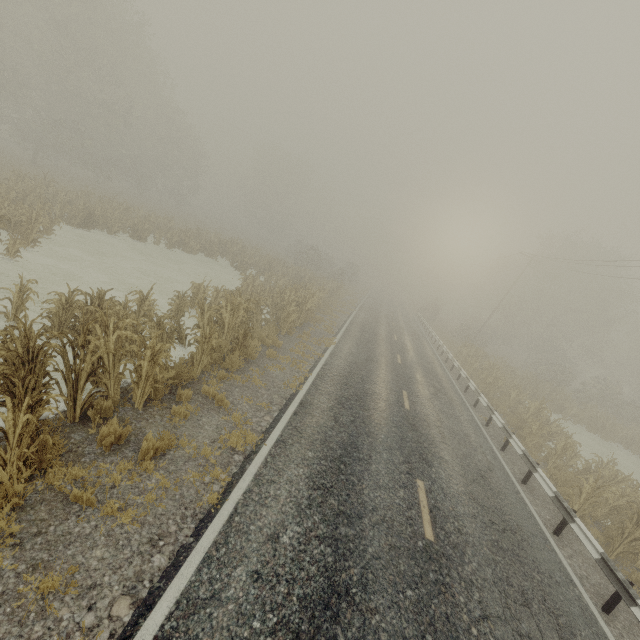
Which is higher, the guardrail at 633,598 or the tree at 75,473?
the guardrail at 633,598

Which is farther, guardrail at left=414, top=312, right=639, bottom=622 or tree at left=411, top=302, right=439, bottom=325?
tree at left=411, top=302, right=439, bottom=325

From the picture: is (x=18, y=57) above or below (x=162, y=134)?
below

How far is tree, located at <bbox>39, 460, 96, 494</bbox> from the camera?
4.5m

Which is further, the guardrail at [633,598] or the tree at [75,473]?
the guardrail at [633,598]

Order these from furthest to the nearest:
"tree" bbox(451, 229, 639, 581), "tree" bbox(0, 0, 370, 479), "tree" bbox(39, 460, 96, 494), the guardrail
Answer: "tree" bbox(451, 229, 639, 581), the guardrail, "tree" bbox(0, 0, 370, 479), "tree" bbox(39, 460, 96, 494)

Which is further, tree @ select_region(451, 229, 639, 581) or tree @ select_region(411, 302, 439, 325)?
tree @ select_region(411, 302, 439, 325)
